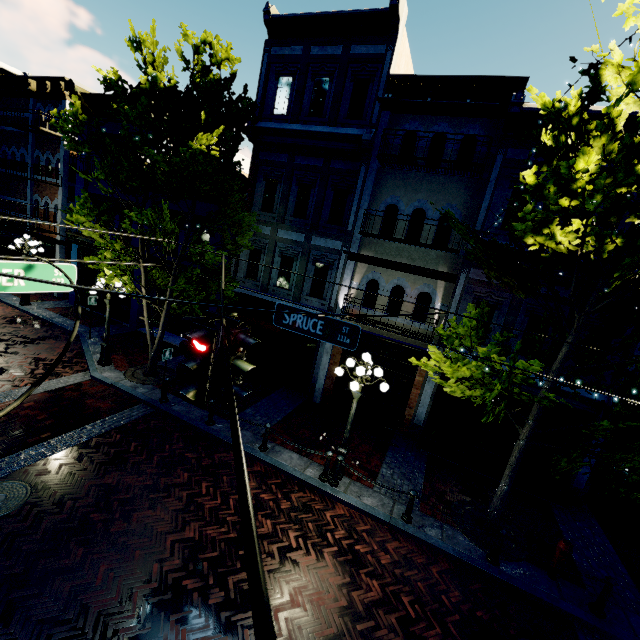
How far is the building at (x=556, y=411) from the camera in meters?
9.6

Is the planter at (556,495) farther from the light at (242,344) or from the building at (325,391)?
the light at (242,344)

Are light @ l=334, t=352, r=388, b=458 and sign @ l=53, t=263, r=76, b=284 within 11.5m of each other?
yes

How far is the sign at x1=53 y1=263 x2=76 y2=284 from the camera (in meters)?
5.27

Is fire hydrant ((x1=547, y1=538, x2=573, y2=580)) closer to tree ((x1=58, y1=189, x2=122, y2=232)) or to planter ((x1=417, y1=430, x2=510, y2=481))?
tree ((x1=58, y1=189, x2=122, y2=232))

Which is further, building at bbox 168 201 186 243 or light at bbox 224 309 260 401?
building at bbox 168 201 186 243

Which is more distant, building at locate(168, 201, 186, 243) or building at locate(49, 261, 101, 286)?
building at locate(49, 261, 101, 286)

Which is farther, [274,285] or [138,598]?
[274,285]
